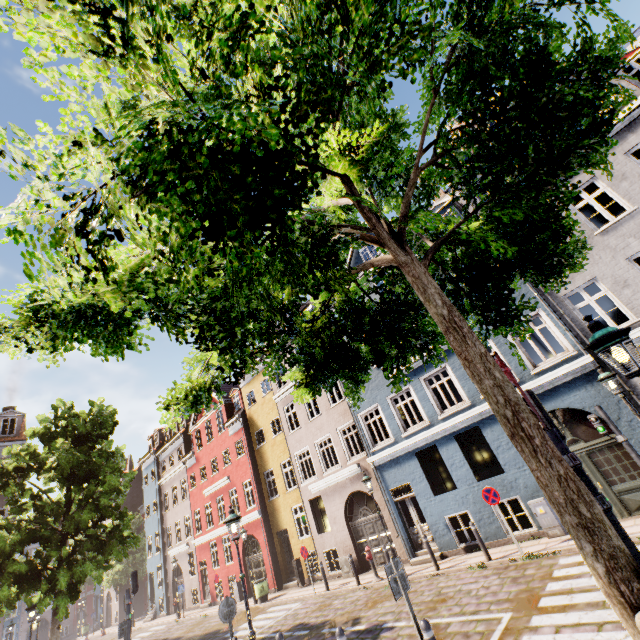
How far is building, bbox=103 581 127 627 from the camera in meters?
35.2 m

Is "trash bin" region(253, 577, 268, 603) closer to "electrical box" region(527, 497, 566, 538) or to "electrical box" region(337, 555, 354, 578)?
"electrical box" region(337, 555, 354, 578)

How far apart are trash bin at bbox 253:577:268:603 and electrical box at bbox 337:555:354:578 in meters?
5.1

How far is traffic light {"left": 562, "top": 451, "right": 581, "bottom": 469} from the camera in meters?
4.0 m

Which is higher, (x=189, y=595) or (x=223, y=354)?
(x=223, y=354)

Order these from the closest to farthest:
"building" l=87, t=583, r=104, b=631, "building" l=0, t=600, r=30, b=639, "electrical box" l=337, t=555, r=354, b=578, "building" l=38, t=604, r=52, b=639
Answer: "electrical box" l=337, t=555, r=354, b=578 < "building" l=0, t=600, r=30, b=639 < "building" l=87, t=583, r=104, b=631 < "building" l=38, t=604, r=52, b=639

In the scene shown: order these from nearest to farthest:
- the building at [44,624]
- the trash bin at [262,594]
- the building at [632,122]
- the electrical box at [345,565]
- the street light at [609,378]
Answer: the street light at [609,378] < the building at [632,122] < the electrical box at [345,565] < the trash bin at [262,594] < the building at [44,624]

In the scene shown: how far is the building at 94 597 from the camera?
39.1 meters
